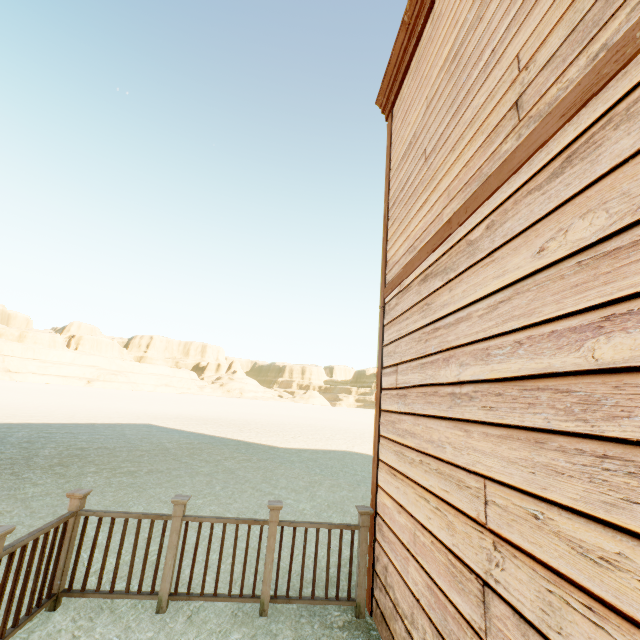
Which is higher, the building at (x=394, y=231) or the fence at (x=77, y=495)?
the building at (x=394, y=231)

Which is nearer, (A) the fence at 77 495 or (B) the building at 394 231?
(B) the building at 394 231

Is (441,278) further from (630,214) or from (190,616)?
(190,616)

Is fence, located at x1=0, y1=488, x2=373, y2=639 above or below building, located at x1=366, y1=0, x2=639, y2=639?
below

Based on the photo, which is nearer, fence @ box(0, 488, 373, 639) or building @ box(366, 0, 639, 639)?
building @ box(366, 0, 639, 639)
